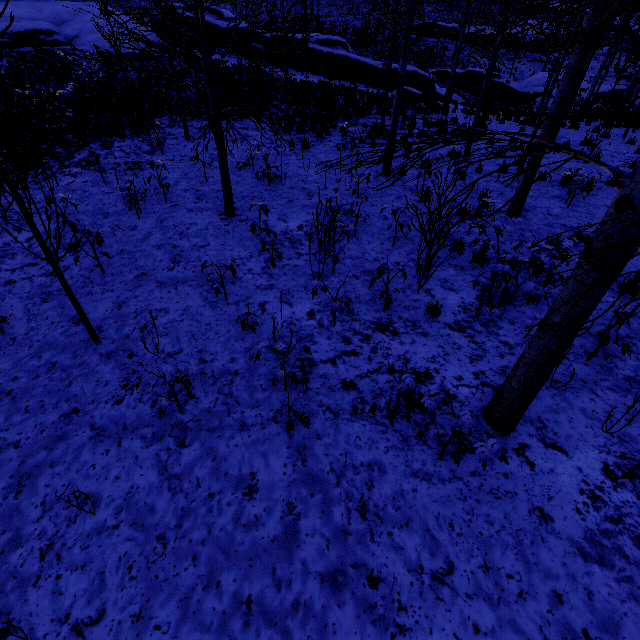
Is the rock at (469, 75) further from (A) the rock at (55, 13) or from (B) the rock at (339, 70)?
(A) the rock at (55, 13)

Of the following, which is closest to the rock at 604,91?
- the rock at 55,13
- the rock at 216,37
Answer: the rock at 216,37

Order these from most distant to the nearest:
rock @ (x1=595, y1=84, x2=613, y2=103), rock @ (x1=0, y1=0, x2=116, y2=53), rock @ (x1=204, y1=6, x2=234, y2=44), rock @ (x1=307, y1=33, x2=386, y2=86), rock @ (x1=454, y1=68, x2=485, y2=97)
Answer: rock @ (x1=595, y1=84, x2=613, y2=103), rock @ (x1=454, y1=68, x2=485, y2=97), rock @ (x1=204, y1=6, x2=234, y2=44), rock @ (x1=307, y1=33, x2=386, y2=86), rock @ (x1=0, y1=0, x2=116, y2=53)

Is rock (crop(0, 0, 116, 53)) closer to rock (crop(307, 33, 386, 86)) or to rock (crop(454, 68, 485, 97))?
rock (crop(307, 33, 386, 86))

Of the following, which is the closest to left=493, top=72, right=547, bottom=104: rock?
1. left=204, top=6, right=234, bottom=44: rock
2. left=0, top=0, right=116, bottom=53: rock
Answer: left=204, top=6, right=234, bottom=44: rock

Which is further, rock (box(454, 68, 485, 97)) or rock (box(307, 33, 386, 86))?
rock (box(454, 68, 485, 97))

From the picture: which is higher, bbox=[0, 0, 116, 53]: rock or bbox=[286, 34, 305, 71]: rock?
bbox=[0, 0, 116, 53]: rock

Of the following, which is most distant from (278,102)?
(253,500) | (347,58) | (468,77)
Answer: (468,77)
